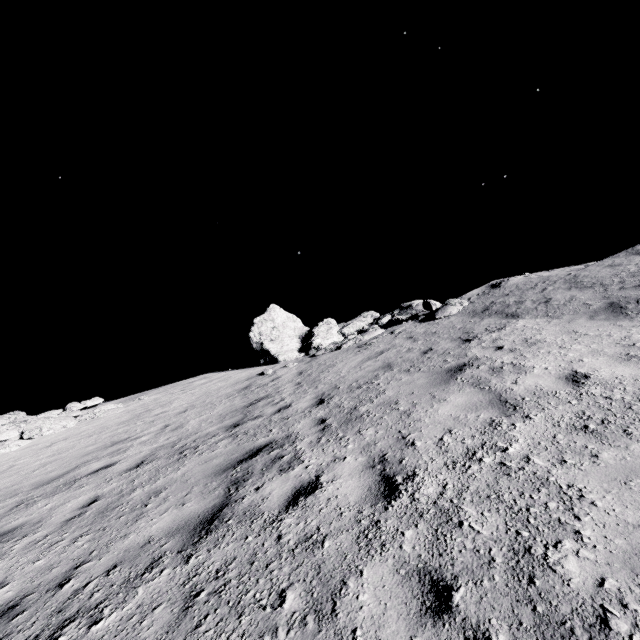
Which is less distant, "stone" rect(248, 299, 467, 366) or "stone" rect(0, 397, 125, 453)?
"stone" rect(0, 397, 125, 453)

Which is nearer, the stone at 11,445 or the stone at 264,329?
the stone at 11,445

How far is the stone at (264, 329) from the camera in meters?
13.5

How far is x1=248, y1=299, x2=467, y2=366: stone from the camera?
13.5 meters

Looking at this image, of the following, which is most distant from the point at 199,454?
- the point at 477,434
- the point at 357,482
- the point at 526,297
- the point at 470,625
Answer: the point at 526,297
